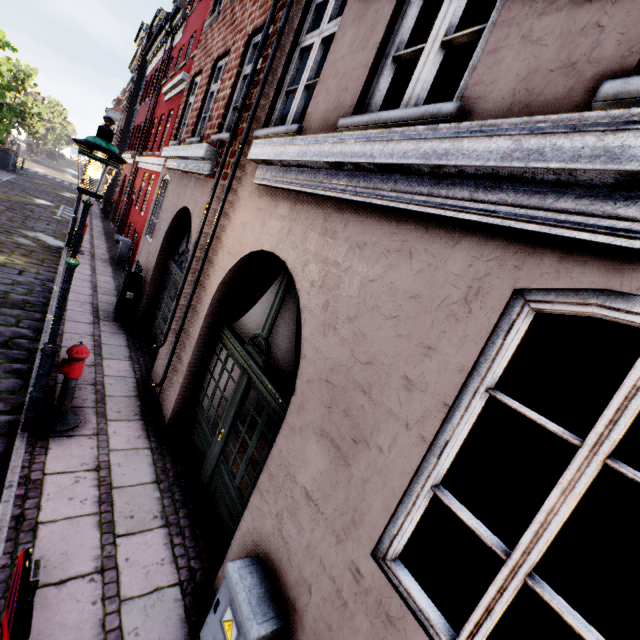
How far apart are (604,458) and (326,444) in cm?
158

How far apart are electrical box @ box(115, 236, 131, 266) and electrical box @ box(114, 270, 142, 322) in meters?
5.6

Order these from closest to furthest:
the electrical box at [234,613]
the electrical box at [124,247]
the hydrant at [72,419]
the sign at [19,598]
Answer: the sign at [19,598] < the electrical box at [234,613] < the hydrant at [72,419] < the electrical box at [124,247]

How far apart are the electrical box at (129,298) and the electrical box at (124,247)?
5.60m

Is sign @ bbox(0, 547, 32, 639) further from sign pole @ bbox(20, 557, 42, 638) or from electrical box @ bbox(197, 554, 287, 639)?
electrical box @ bbox(197, 554, 287, 639)

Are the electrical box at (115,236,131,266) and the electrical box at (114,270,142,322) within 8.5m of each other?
yes

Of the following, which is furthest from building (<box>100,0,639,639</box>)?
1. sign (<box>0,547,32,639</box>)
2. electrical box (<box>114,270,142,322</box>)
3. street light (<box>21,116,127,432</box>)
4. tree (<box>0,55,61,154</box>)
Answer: tree (<box>0,55,61,154</box>)

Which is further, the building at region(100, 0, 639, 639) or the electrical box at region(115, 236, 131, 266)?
the electrical box at region(115, 236, 131, 266)
